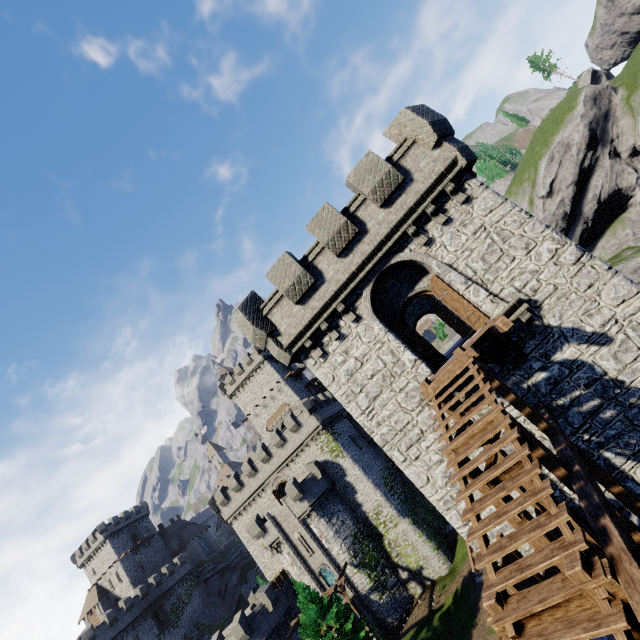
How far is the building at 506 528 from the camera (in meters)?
10.49

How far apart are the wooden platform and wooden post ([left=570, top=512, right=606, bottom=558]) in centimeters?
238cm

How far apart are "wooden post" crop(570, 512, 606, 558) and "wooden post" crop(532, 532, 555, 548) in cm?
155

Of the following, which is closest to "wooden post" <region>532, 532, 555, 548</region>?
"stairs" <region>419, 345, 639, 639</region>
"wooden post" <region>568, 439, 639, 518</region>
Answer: "stairs" <region>419, 345, 639, 639</region>

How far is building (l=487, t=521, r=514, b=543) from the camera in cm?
1049

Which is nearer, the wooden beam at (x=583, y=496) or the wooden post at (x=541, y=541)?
the wooden beam at (x=583, y=496)

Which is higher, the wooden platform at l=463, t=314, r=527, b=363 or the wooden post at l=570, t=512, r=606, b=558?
the wooden platform at l=463, t=314, r=527, b=363

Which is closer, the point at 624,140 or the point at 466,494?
the point at 466,494
